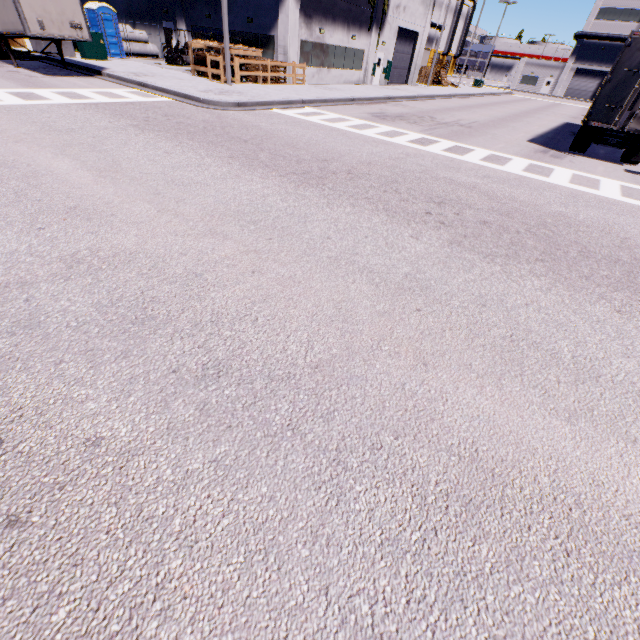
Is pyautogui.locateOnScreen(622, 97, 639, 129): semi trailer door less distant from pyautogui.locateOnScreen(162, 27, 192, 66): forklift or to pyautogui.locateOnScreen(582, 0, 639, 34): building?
pyautogui.locateOnScreen(582, 0, 639, 34): building

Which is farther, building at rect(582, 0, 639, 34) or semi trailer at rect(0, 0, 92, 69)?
building at rect(582, 0, 639, 34)

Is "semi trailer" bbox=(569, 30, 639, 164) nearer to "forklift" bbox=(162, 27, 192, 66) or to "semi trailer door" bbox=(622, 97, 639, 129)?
"semi trailer door" bbox=(622, 97, 639, 129)

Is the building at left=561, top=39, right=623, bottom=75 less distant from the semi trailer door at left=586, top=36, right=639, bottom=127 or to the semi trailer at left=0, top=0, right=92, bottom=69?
the semi trailer at left=0, top=0, right=92, bottom=69

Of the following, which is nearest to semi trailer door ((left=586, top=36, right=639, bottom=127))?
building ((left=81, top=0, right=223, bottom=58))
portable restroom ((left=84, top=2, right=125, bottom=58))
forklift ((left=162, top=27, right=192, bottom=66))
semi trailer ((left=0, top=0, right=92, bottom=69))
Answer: semi trailer ((left=0, top=0, right=92, bottom=69))

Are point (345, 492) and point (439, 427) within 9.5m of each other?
yes

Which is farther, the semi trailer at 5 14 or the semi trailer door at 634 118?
the semi trailer at 5 14

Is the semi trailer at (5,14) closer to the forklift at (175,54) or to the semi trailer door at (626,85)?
the semi trailer door at (626,85)
